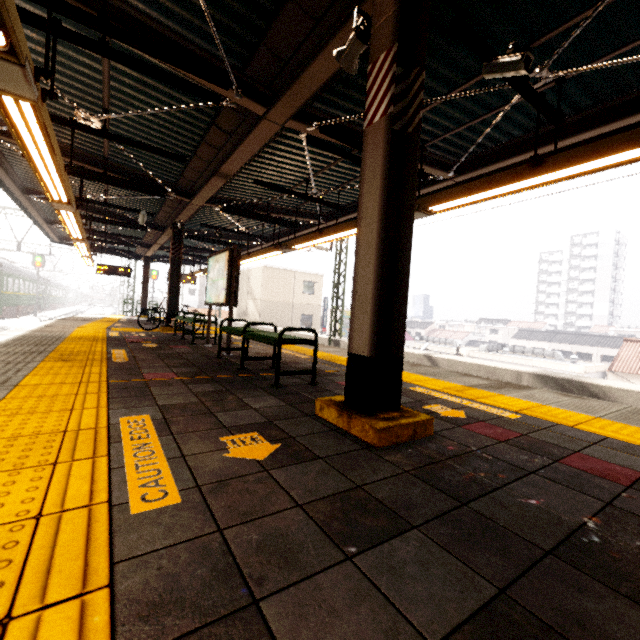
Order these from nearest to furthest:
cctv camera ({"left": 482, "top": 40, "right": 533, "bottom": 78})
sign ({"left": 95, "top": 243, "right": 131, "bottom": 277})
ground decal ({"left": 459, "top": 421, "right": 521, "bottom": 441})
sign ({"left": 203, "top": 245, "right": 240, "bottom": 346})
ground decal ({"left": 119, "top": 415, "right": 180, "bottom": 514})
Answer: ground decal ({"left": 119, "top": 415, "right": 180, "bottom": 514}), ground decal ({"left": 459, "top": 421, "right": 521, "bottom": 441}), cctv camera ({"left": 482, "top": 40, "right": 533, "bottom": 78}), sign ({"left": 203, "top": 245, "right": 240, "bottom": 346}), sign ({"left": 95, "top": 243, "right": 131, "bottom": 277})

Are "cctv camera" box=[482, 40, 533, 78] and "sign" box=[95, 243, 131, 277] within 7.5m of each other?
no

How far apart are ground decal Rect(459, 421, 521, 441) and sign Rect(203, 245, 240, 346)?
4.5 meters

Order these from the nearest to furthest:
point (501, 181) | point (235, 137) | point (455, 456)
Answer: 1. point (455, 456)
2. point (501, 181)
3. point (235, 137)

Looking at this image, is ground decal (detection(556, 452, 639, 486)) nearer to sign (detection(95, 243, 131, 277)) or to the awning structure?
the awning structure

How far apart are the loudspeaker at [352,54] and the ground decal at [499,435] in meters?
3.5 m

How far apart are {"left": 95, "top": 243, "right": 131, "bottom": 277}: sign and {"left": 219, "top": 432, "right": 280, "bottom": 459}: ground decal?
17.2 meters

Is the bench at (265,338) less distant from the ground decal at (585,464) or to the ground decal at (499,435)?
the ground decal at (499,435)
